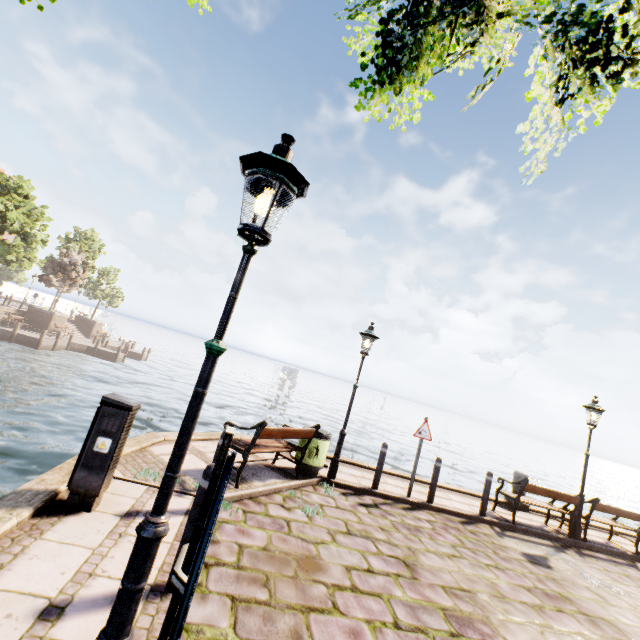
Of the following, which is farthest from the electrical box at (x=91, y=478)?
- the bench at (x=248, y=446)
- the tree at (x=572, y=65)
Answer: the tree at (x=572, y=65)

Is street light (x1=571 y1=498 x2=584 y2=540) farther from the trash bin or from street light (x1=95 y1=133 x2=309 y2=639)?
street light (x1=95 y1=133 x2=309 y2=639)

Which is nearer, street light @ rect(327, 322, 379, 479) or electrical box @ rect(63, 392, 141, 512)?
electrical box @ rect(63, 392, 141, 512)

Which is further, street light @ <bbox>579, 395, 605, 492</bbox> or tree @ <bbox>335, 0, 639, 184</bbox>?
street light @ <bbox>579, 395, 605, 492</bbox>

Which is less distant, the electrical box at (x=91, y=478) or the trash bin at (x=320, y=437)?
the electrical box at (x=91, y=478)

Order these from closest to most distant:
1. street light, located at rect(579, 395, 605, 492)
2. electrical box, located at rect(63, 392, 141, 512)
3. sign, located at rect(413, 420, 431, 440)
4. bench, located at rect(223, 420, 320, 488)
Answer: electrical box, located at rect(63, 392, 141, 512), bench, located at rect(223, 420, 320, 488), sign, located at rect(413, 420, 431, 440), street light, located at rect(579, 395, 605, 492)

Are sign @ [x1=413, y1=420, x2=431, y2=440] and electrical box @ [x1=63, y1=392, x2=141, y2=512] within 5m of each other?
no

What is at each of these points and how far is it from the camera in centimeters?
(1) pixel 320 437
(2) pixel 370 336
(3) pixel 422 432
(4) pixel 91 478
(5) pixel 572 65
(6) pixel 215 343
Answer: (1) trash bin, 717cm
(2) street light, 795cm
(3) sign, 808cm
(4) electrical box, 373cm
(5) tree, 151cm
(6) street light, 211cm
